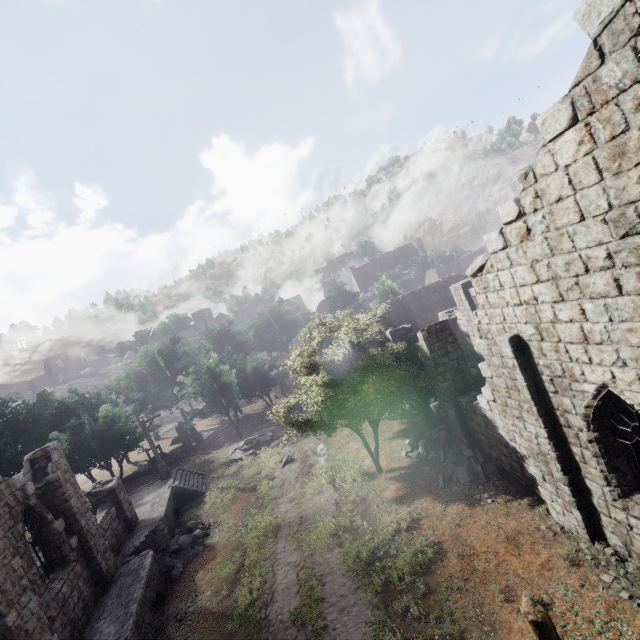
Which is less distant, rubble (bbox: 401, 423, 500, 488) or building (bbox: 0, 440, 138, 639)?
→ building (bbox: 0, 440, 138, 639)

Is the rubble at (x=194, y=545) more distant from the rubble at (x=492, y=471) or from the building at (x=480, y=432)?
the rubble at (x=492, y=471)

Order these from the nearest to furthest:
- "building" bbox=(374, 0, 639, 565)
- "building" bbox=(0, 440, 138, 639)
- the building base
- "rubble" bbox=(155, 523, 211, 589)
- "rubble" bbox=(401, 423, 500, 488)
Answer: "building" bbox=(374, 0, 639, 565), "building" bbox=(0, 440, 138, 639), the building base, "rubble" bbox=(401, 423, 500, 488), "rubble" bbox=(155, 523, 211, 589)

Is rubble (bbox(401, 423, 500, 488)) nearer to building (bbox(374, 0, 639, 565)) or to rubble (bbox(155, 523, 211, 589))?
building (bbox(374, 0, 639, 565))

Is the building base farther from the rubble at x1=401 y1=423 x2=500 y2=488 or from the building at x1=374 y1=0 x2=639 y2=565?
the rubble at x1=401 y1=423 x2=500 y2=488

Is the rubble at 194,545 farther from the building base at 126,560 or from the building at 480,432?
the building at 480,432

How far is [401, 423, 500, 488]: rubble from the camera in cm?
1284

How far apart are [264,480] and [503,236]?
19.0 meters
